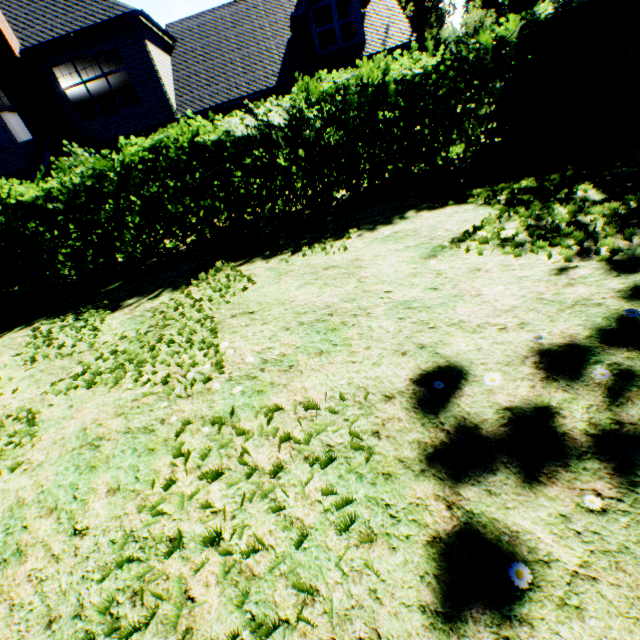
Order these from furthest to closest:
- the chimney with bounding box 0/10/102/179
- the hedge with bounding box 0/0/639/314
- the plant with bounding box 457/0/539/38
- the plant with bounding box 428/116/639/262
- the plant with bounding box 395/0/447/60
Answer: the plant with bounding box 395/0/447/60 < the plant with bounding box 457/0/539/38 < the chimney with bounding box 0/10/102/179 < the hedge with bounding box 0/0/639/314 < the plant with bounding box 428/116/639/262

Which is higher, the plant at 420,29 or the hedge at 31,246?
the plant at 420,29

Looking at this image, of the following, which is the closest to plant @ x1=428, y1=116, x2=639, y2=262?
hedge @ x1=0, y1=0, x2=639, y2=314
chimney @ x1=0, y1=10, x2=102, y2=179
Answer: hedge @ x1=0, y1=0, x2=639, y2=314

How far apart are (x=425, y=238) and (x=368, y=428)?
3.08m
